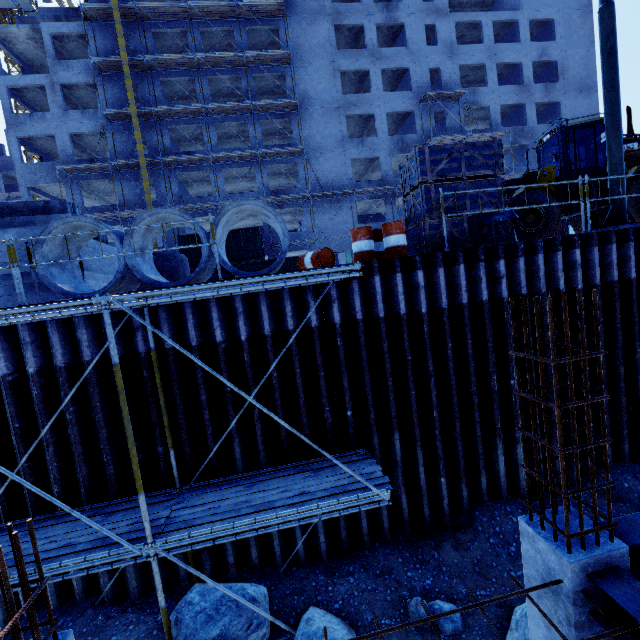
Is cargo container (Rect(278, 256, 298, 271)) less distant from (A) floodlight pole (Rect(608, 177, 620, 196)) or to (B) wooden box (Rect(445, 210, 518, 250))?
(B) wooden box (Rect(445, 210, 518, 250))

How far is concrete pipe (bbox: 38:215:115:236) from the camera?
6.52m

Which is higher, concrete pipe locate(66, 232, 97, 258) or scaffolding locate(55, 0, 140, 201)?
scaffolding locate(55, 0, 140, 201)

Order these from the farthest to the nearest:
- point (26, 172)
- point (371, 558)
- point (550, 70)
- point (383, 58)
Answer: point (550, 70) → point (383, 58) → point (26, 172) → point (371, 558)

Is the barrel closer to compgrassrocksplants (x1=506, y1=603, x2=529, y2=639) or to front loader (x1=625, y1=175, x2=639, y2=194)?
front loader (x1=625, y1=175, x2=639, y2=194)

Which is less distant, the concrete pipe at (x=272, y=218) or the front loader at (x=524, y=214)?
the concrete pipe at (x=272, y=218)

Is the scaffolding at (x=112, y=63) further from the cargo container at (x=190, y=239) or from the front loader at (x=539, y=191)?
the front loader at (x=539, y=191)

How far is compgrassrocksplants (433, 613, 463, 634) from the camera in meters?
5.6
